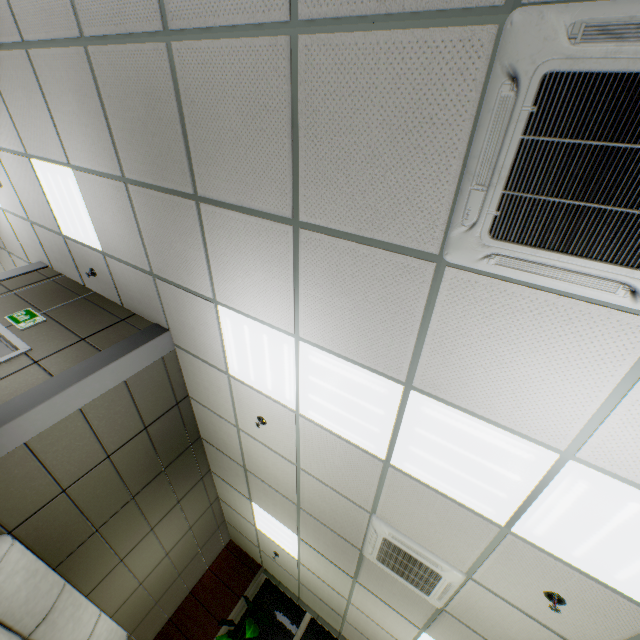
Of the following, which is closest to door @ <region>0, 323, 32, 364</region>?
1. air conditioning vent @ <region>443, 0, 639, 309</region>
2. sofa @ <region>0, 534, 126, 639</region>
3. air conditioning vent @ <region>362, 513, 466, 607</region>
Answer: sofa @ <region>0, 534, 126, 639</region>

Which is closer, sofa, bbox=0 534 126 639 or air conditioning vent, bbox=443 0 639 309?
air conditioning vent, bbox=443 0 639 309

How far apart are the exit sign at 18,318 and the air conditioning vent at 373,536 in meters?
4.7

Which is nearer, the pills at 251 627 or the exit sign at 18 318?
the exit sign at 18 318

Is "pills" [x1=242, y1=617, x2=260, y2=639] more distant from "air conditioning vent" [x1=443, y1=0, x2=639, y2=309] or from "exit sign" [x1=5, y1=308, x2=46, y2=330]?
"air conditioning vent" [x1=443, y1=0, x2=639, y2=309]

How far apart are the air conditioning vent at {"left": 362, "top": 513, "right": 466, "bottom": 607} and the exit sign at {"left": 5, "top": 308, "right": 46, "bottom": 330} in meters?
4.7

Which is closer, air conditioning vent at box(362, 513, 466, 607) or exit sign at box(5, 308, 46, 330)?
air conditioning vent at box(362, 513, 466, 607)

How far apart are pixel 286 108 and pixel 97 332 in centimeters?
365cm
